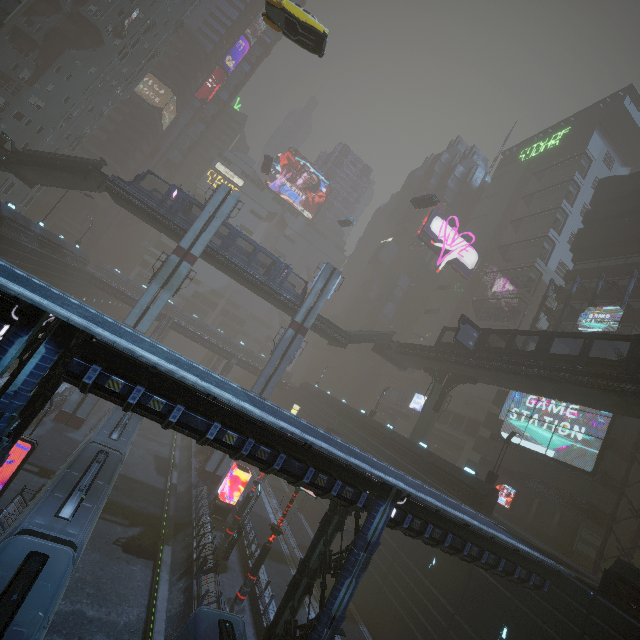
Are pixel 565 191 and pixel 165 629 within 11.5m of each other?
no

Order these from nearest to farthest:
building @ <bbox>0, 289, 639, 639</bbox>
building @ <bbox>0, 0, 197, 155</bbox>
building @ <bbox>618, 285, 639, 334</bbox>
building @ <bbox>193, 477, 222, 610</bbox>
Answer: building @ <bbox>0, 289, 639, 639</bbox>, building @ <bbox>193, 477, 222, 610</bbox>, building @ <bbox>618, 285, 639, 334</bbox>, building @ <bbox>0, 0, 197, 155</bbox>

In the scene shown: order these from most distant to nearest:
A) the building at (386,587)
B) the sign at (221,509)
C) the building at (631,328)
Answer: the building at (631,328)
the sign at (221,509)
the building at (386,587)

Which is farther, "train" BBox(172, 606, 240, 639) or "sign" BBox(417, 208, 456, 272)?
"sign" BBox(417, 208, 456, 272)

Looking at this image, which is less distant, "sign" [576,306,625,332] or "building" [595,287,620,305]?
"sign" [576,306,625,332]

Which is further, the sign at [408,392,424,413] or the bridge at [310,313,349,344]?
the sign at [408,392,424,413]

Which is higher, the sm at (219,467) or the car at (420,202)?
the car at (420,202)

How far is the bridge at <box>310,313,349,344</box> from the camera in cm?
3872
